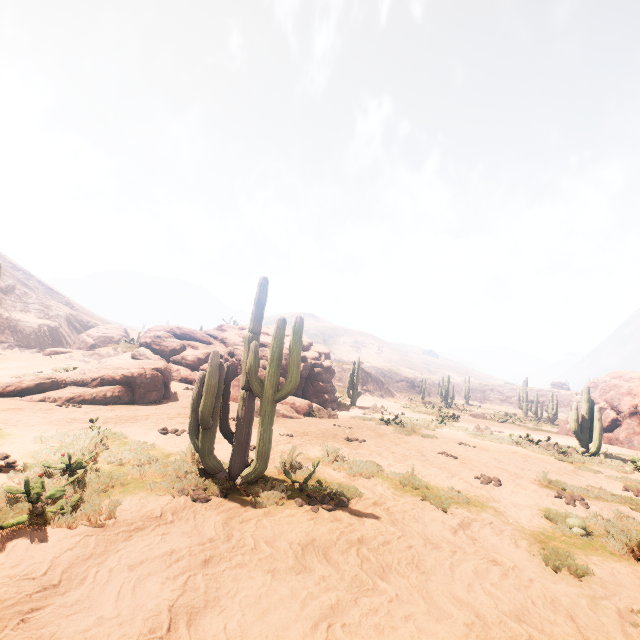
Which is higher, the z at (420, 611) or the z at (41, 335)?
the z at (41, 335)

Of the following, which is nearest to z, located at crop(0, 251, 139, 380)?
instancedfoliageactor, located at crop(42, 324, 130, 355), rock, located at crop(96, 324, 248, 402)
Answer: instancedfoliageactor, located at crop(42, 324, 130, 355)

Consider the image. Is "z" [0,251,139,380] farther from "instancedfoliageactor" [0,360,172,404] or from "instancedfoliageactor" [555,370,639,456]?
"instancedfoliageactor" [555,370,639,456]

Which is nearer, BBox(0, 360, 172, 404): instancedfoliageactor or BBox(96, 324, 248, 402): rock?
BBox(0, 360, 172, 404): instancedfoliageactor

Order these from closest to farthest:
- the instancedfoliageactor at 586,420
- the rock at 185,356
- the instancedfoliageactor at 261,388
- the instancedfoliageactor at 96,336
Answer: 1. the instancedfoliageactor at 261,388
2. the instancedfoliageactor at 586,420
3. the rock at 185,356
4. the instancedfoliageactor at 96,336

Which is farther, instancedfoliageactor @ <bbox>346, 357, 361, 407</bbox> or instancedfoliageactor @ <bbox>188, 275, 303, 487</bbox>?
instancedfoliageactor @ <bbox>346, 357, 361, 407</bbox>

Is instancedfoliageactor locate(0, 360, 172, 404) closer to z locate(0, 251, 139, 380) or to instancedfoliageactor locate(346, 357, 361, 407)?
instancedfoliageactor locate(346, 357, 361, 407)

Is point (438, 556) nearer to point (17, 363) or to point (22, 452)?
point (22, 452)
